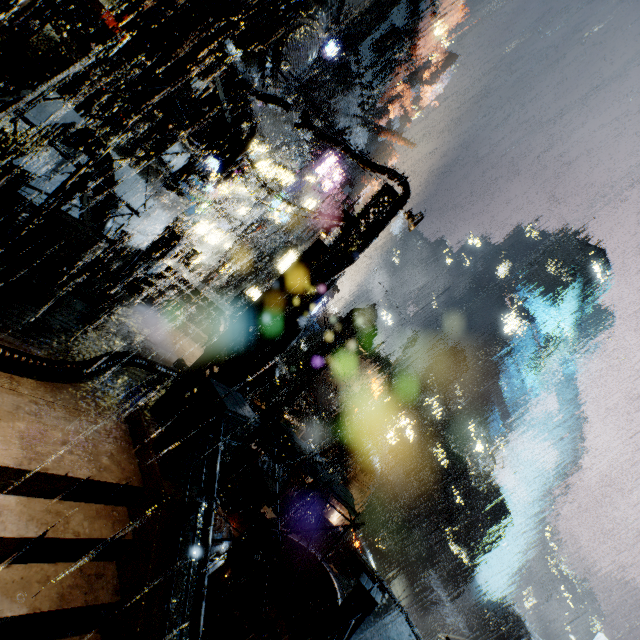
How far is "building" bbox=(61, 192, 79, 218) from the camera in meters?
14.9

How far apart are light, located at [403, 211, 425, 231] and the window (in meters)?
20.26

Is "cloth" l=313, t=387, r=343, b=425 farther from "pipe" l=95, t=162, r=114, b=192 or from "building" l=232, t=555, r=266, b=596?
"pipe" l=95, t=162, r=114, b=192

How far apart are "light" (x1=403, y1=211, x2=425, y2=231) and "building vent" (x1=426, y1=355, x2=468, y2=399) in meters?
51.2

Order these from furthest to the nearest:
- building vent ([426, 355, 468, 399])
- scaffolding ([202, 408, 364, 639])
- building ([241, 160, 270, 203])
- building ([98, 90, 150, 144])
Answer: building vent ([426, 355, 468, 399]) < building ([241, 160, 270, 203]) < building ([98, 90, 150, 144]) < scaffolding ([202, 408, 364, 639])

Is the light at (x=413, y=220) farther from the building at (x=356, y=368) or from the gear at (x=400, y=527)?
the gear at (x=400, y=527)

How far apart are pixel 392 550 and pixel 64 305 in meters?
54.9

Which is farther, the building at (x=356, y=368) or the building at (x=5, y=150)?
the building at (x=356, y=368)
